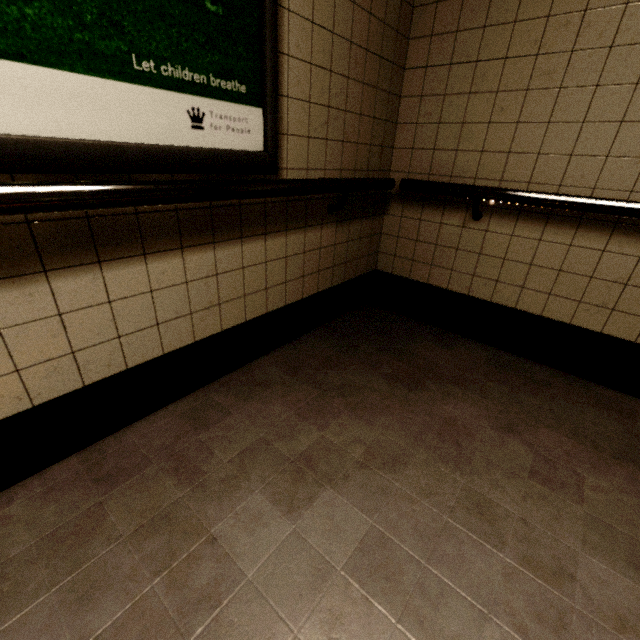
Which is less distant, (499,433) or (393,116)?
(499,433)
